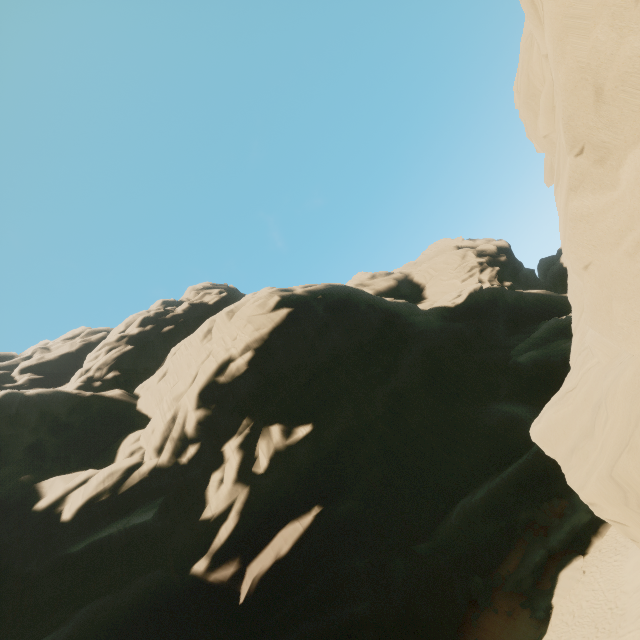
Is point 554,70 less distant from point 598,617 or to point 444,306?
point 598,617
